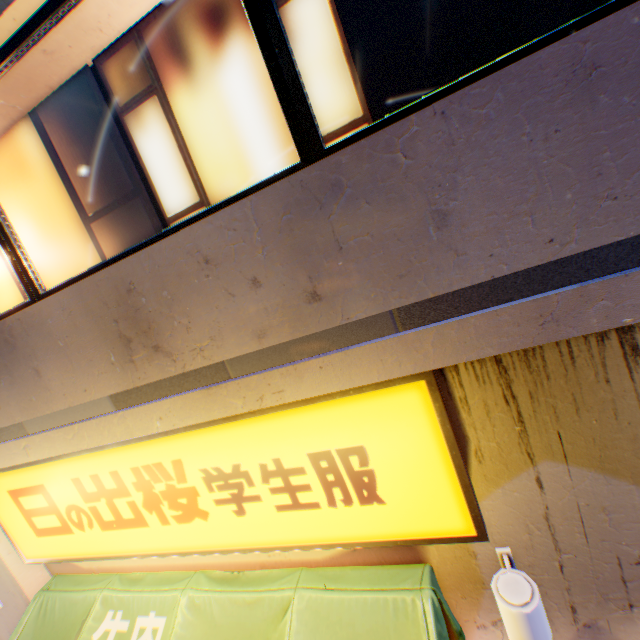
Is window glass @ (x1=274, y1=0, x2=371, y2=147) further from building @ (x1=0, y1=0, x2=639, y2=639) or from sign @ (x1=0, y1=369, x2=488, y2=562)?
sign @ (x1=0, y1=369, x2=488, y2=562)

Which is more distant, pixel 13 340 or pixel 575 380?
pixel 13 340

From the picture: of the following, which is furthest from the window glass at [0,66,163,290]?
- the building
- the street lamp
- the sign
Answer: the street lamp

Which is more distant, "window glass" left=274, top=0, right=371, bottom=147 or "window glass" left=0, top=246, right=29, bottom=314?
"window glass" left=0, top=246, right=29, bottom=314

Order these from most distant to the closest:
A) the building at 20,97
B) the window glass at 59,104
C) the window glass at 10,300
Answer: the window glass at 10,300
the window glass at 59,104
the building at 20,97

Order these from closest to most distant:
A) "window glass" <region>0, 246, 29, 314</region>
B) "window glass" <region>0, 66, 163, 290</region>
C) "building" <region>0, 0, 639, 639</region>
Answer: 1. "building" <region>0, 0, 639, 639</region>
2. "window glass" <region>0, 66, 163, 290</region>
3. "window glass" <region>0, 246, 29, 314</region>

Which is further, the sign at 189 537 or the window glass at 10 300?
the window glass at 10 300

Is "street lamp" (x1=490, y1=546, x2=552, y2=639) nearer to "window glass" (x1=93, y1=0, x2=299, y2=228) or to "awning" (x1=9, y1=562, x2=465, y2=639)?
"awning" (x1=9, y1=562, x2=465, y2=639)
